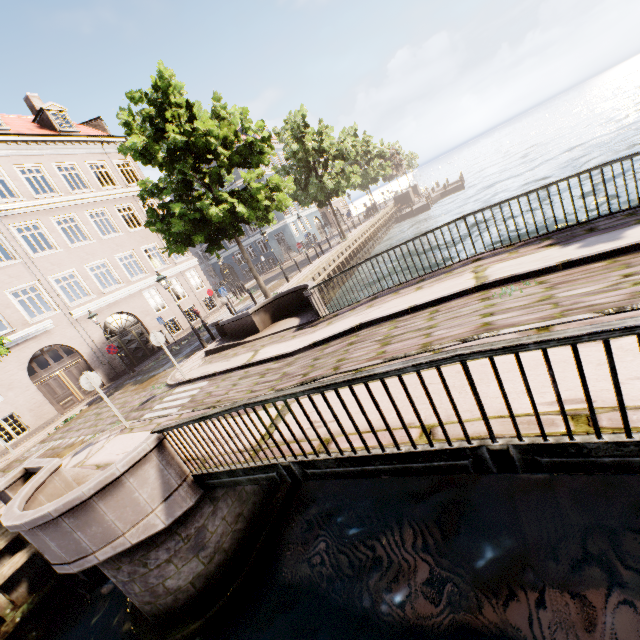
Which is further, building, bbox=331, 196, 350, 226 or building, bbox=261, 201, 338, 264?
building, bbox=331, 196, 350, 226

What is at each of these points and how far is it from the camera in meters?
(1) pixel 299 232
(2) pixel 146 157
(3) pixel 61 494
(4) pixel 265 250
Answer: (1) building, 40.7 m
(2) tree, 13.9 m
(3) bridge, 6.1 m
(4) building, 39.2 m

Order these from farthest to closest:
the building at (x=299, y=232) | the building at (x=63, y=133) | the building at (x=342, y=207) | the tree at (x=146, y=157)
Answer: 1. the building at (x=342, y=207)
2. the building at (x=299, y=232)
3. the building at (x=63, y=133)
4. the tree at (x=146, y=157)

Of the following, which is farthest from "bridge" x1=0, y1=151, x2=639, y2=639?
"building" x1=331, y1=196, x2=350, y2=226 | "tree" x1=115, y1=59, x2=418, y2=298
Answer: "building" x1=331, y1=196, x2=350, y2=226

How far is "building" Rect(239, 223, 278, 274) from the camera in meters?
38.6 m

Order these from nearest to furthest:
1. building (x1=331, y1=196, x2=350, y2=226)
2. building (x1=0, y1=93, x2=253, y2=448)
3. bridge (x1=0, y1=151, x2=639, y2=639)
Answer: bridge (x1=0, y1=151, x2=639, y2=639), building (x1=0, y1=93, x2=253, y2=448), building (x1=331, y1=196, x2=350, y2=226)

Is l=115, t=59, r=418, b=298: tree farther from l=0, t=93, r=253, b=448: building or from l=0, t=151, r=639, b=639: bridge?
l=0, t=93, r=253, b=448: building

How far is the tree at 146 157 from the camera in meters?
13.4 m
